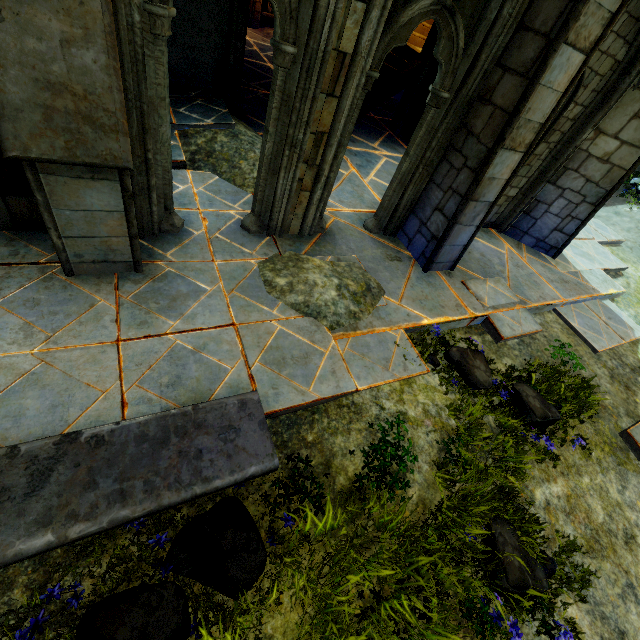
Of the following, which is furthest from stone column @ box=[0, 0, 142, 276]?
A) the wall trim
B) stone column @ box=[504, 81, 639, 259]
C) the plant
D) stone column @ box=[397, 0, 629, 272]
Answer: the plant

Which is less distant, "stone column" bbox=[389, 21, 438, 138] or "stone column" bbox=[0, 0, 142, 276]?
"stone column" bbox=[0, 0, 142, 276]

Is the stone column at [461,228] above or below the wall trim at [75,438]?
above

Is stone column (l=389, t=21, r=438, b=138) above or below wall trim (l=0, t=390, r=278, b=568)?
above

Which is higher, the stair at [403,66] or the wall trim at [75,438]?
the stair at [403,66]

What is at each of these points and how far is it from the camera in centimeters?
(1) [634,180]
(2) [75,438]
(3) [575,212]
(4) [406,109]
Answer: (1) plant, 1211cm
(2) wall trim, 239cm
(3) stone column, 673cm
(4) stone column, 943cm

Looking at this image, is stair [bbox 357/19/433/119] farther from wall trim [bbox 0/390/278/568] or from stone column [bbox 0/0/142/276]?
wall trim [bbox 0/390/278/568]

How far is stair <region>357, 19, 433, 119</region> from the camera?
8.91m
